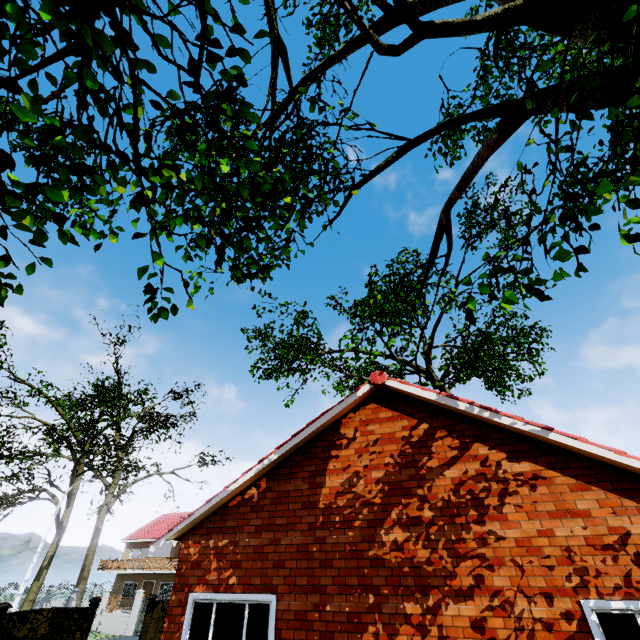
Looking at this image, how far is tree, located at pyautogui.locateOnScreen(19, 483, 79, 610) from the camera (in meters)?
23.62

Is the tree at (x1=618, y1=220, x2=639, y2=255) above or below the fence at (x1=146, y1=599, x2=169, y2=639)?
above

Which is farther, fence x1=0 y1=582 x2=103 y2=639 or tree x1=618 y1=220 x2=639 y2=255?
fence x1=0 y1=582 x2=103 y2=639

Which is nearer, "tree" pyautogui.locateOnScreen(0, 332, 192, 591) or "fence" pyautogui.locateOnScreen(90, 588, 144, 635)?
"fence" pyautogui.locateOnScreen(90, 588, 144, 635)

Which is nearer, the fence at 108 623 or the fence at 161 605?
the fence at 161 605

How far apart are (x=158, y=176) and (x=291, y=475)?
6.5m

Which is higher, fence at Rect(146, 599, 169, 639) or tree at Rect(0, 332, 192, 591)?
tree at Rect(0, 332, 192, 591)
